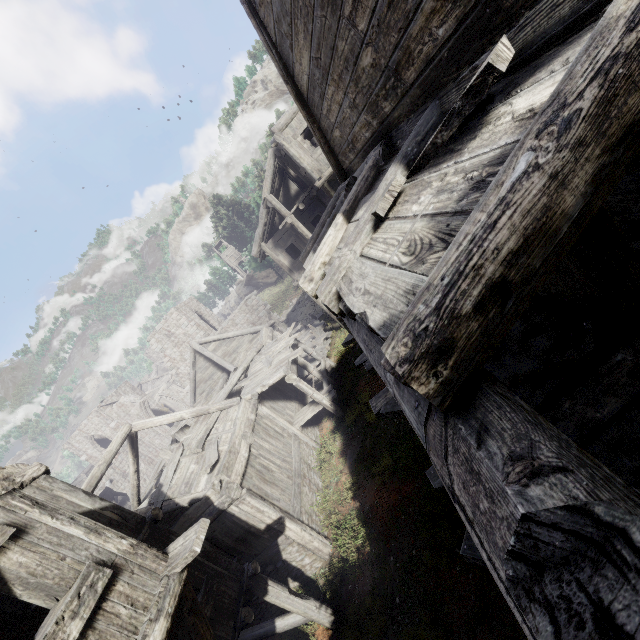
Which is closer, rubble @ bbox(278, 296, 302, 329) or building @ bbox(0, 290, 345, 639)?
building @ bbox(0, 290, 345, 639)

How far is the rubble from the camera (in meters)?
33.47

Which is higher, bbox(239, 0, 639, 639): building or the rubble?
bbox(239, 0, 639, 639): building

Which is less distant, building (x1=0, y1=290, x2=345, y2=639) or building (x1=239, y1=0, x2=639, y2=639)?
building (x1=239, y1=0, x2=639, y2=639)

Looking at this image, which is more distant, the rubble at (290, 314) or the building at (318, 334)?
the rubble at (290, 314)

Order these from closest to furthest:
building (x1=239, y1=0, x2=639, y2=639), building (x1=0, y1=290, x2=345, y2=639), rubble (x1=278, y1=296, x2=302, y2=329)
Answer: building (x1=239, y1=0, x2=639, y2=639)
building (x1=0, y1=290, x2=345, y2=639)
rubble (x1=278, y1=296, x2=302, y2=329)

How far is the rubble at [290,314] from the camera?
33.5m

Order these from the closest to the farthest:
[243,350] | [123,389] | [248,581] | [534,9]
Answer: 1. [534,9]
2. [248,581]
3. [243,350]
4. [123,389]
